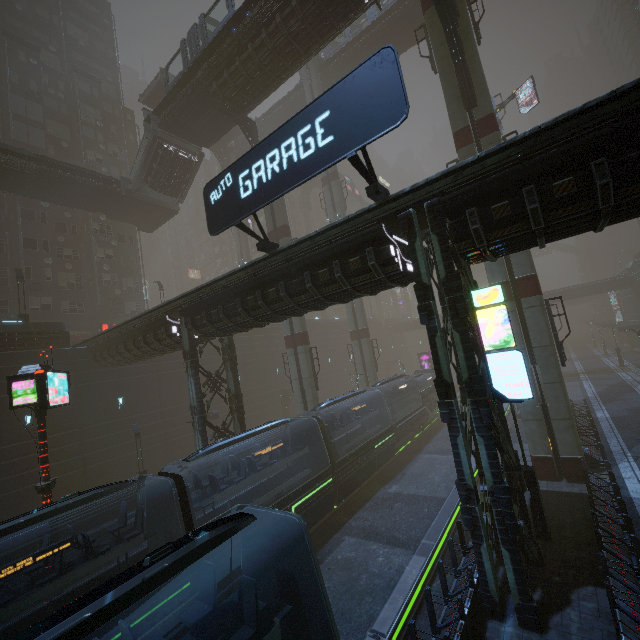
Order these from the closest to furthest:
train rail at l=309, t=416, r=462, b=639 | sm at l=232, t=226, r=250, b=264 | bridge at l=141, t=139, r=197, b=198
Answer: train rail at l=309, t=416, r=462, b=639
bridge at l=141, t=139, r=197, b=198
sm at l=232, t=226, r=250, b=264

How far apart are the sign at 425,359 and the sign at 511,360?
39.73m

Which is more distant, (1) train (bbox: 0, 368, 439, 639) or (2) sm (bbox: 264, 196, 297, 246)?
(2) sm (bbox: 264, 196, 297, 246)

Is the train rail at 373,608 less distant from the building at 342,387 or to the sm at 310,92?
the building at 342,387

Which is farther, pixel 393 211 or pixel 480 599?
pixel 393 211

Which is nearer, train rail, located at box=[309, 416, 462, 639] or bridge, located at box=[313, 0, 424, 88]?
train rail, located at box=[309, 416, 462, 639]

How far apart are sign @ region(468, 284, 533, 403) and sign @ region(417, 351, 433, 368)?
39.73m

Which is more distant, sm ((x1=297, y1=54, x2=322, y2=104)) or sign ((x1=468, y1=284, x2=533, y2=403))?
sm ((x1=297, y1=54, x2=322, y2=104))
